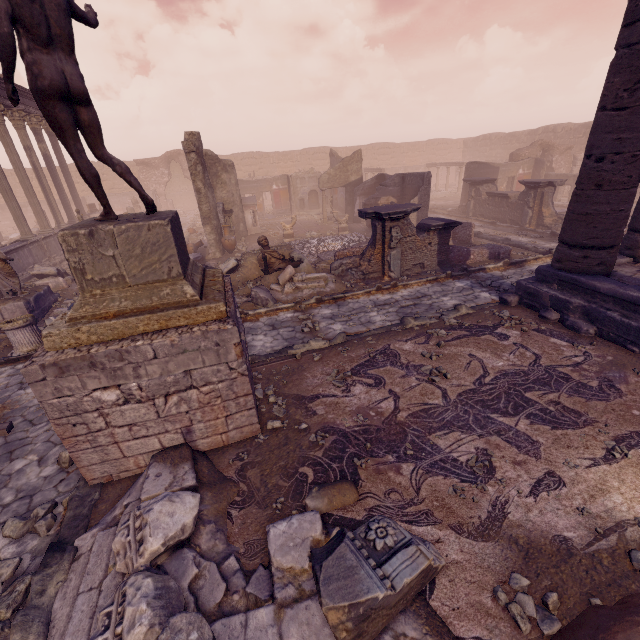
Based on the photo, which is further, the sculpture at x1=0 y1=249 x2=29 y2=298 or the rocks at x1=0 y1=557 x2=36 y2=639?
the sculpture at x1=0 y1=249 x2=29 y2=298

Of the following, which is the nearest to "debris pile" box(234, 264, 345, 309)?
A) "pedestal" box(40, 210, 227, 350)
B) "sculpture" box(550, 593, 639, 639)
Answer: "pedestal" box(40, 210, 227, 350)

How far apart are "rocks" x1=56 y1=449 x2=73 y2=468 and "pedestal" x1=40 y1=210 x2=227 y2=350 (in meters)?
1.99

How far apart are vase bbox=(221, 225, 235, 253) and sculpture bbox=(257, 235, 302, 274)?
4.7m

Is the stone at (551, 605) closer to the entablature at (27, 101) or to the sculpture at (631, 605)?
the sculpture at (631, 605)

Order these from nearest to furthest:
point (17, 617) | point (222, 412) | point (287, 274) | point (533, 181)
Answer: point (17, 617) → point (222, 412) → point (287, 274) → point (533, 181)

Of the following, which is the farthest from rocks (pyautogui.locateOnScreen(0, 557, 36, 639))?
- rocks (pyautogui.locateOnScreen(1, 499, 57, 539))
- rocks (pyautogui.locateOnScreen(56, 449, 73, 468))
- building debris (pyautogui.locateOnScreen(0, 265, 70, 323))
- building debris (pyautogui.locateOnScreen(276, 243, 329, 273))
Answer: building debris (pyautogui.locateOnScreen(0, 265, 70, 323))

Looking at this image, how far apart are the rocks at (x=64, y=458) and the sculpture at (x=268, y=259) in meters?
6.8
